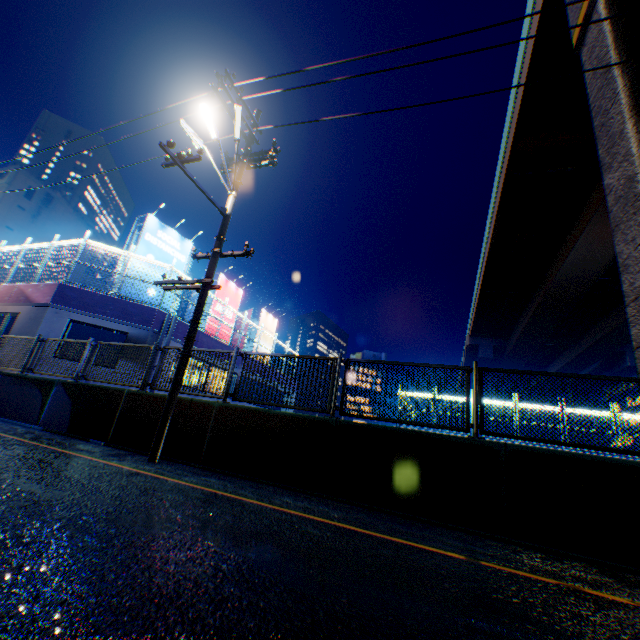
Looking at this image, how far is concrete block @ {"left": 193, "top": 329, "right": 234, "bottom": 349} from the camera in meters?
16.9 m

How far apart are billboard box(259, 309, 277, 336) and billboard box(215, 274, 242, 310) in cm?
303

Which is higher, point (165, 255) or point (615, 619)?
point (165, 255)

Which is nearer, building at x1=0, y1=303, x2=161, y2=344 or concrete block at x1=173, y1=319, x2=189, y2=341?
building at x1=0, y1=303, x2=161, y2=344

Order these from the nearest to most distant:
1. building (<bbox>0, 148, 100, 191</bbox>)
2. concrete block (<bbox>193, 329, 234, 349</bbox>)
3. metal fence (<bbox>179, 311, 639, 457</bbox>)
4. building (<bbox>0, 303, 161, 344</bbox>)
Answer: metal fence (<bbox>179, 311, 639, 457</bbox>) < building (<bbox>0, 303, 161, 344</bbox>) < concrete block (<bbox>193, 329, 234, 349</bbox>) < building (<bbox>0, 148, 100, 191</bbox>)

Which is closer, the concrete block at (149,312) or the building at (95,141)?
the concrete block at (149,312)

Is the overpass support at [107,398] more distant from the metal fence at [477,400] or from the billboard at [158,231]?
the billboard at [158,231]

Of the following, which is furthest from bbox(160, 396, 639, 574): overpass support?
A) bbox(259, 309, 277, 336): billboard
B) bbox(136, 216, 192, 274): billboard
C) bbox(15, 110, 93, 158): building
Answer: bbox(15, 110, 93, 158): building
